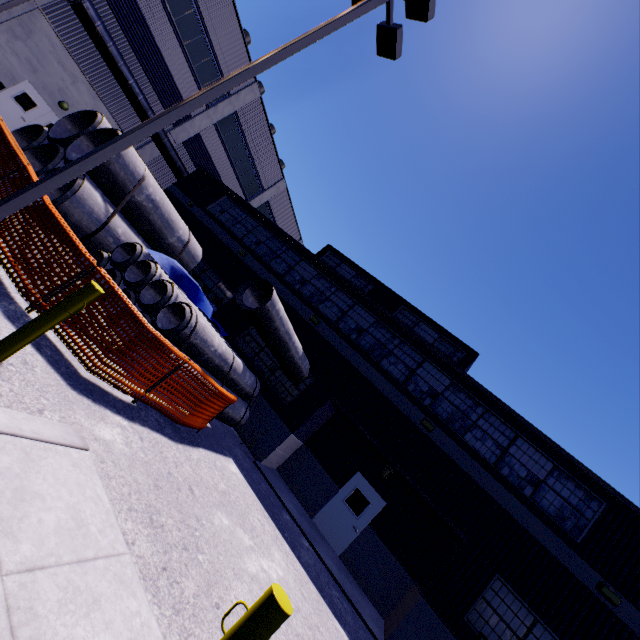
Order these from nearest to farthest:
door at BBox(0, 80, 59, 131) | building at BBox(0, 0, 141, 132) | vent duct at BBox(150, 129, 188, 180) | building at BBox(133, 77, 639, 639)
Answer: building at BBox(133, 77, 639, 639) < building at BBox(0, 0, 141, 132) < door at BBox(0, 80, 59, 131) < vent duct at BBox(150, 129, 188, 180)

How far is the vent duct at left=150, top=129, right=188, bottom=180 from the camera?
20.3m

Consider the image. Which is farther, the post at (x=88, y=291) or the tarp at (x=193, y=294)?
the tarp at (x=193, y=294)

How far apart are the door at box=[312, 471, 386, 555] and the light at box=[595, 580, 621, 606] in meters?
6.0 m

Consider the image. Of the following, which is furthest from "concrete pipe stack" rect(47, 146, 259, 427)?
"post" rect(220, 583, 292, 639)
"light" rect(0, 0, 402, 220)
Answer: "post" rect(220, 583, 292, 639)

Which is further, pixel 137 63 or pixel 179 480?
pixel 137 63

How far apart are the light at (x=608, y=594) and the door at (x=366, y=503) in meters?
6.0

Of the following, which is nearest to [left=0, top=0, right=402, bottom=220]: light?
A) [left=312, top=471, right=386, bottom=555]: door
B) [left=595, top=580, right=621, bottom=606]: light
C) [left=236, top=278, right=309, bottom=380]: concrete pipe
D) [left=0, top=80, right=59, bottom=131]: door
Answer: [left=236, top=278, right=309, bottom=380]: concrete pipe
